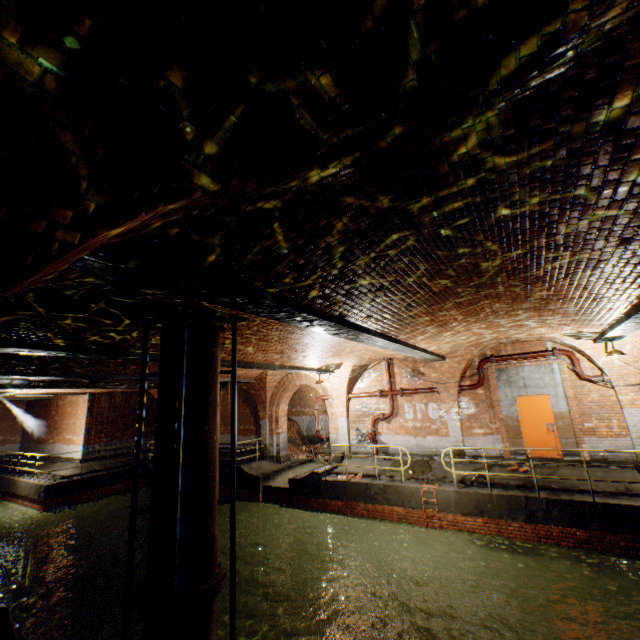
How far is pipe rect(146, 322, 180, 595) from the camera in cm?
462

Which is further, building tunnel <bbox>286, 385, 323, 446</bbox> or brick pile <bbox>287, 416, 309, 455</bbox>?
building tunnel <bbox>286, 385, 323, 446</bbox>

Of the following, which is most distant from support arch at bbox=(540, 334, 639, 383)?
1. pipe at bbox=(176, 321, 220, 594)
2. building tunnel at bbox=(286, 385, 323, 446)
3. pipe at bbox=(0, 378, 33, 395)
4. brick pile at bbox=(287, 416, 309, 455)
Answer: pipe at bbox=(0, 378, 33, 395)

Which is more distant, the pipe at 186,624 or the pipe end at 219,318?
Result: the pipe end at 219,318

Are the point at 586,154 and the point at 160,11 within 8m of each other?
yes

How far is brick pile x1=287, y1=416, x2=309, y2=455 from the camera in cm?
2008

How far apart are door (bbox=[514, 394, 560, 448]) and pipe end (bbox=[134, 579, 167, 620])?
10.8 meters

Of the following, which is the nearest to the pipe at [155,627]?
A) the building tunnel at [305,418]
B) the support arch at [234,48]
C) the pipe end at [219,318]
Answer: the support arch at [234,48]
